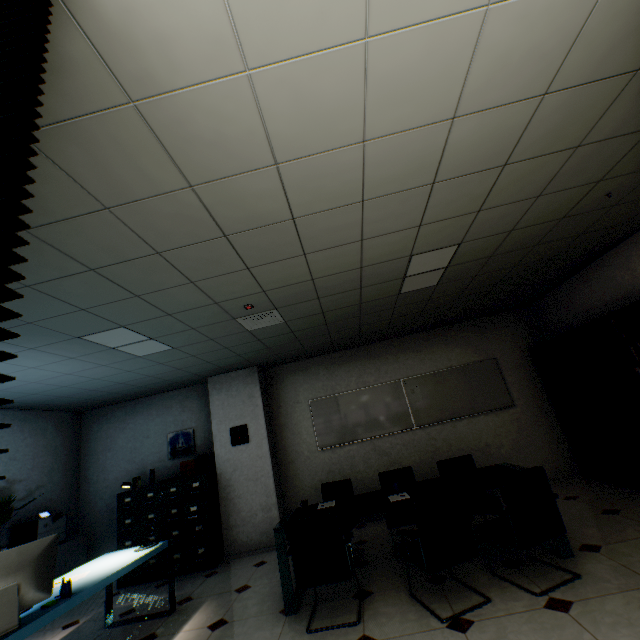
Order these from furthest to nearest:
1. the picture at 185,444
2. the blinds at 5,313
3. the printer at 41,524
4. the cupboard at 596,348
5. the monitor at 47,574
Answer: the picture at 185,444 → the printer at 41,524 → the cupboard at 596,348 → the monitor at 47,574 → the blinds at 5,313

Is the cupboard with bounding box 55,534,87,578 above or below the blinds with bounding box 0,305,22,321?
below

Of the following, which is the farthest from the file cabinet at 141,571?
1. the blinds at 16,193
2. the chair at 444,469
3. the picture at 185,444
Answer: the blinds at 16,193

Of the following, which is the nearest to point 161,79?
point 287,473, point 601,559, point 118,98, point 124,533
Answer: point 118,98

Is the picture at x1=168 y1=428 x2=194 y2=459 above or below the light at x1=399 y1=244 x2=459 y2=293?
below

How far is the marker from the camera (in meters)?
5.81

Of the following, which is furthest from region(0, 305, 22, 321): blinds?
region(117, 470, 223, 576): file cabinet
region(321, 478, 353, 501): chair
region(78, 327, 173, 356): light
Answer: region(117, 470, 223, 576): file cabinet

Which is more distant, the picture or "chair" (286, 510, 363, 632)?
the picture
